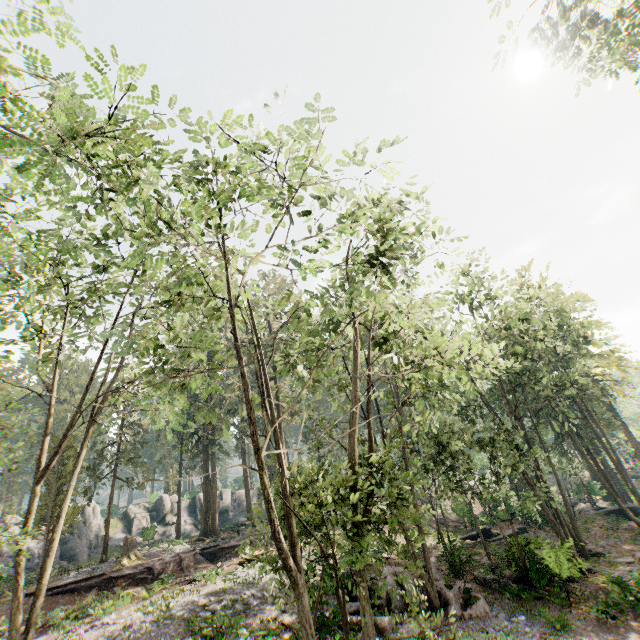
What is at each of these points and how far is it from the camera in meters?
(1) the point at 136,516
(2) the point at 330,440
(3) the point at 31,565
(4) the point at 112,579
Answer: (1) rock, 42.3 m
(2) foliage, 38.4 m
(3) rock, 31.0 m
(4) ground embankment, 21.0 m

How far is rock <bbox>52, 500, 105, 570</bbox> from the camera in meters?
33.2 m

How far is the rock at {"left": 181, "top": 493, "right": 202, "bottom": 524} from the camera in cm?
4656

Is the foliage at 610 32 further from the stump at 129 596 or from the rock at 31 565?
the stump at 129 596

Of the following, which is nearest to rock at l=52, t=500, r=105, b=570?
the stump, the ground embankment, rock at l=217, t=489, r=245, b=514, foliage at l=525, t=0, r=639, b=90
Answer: rock at l=217, t=489, r=245, b=514

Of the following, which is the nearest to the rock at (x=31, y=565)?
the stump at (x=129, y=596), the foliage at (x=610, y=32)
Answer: the foliage at (x=610, y=32)

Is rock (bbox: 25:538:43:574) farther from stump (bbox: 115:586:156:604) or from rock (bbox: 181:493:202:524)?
stump (bbox: 115:586:156:604)

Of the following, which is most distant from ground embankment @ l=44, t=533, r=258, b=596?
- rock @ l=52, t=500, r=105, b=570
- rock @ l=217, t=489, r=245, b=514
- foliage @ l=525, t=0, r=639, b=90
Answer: rock @ l=217, t=489, r=245, b=514
